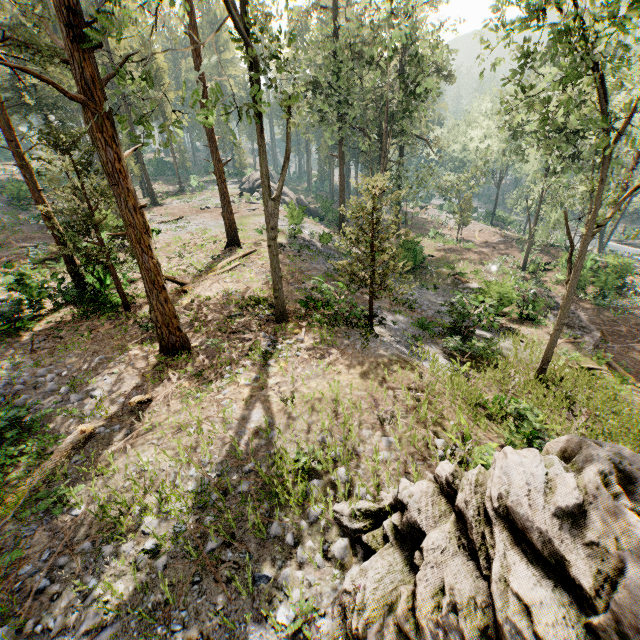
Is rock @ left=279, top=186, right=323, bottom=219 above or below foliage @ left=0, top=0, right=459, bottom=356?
below

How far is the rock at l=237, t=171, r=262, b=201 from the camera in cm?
4444

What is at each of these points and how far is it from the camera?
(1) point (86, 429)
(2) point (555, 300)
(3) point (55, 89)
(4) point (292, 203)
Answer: (1) foliage, 8.9 meters
(2) ground embankment, 26.0 meters
(3) foliage, 16.2 meters
(4) rock, 26.6 meters

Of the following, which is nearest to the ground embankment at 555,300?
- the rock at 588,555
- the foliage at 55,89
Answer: the foliage at 55,89

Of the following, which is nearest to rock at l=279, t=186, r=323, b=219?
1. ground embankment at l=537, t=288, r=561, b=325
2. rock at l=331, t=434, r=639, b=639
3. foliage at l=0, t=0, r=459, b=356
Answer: Result: foliage at l=0, t=0, r=459, b=356

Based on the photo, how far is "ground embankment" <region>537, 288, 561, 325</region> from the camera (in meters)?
23.61

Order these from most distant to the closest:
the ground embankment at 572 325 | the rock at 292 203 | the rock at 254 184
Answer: the rock at 254 184 < the rock at 292 203 < the ground embankment at 572 325
